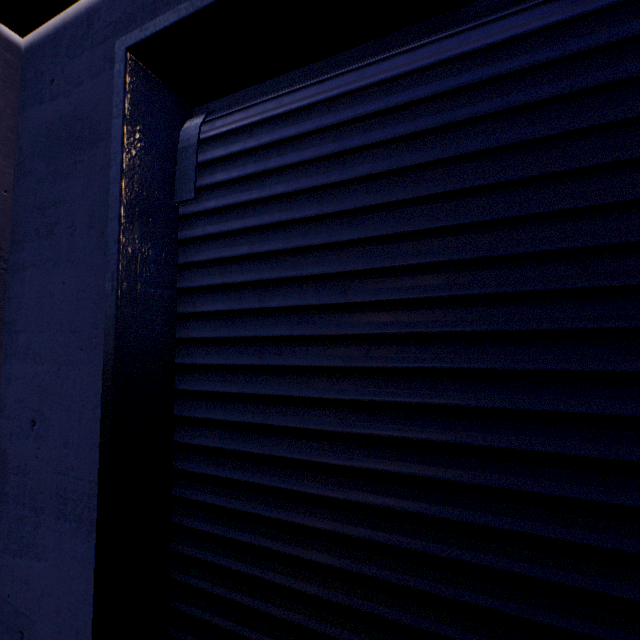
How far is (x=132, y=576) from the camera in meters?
1.5 m
